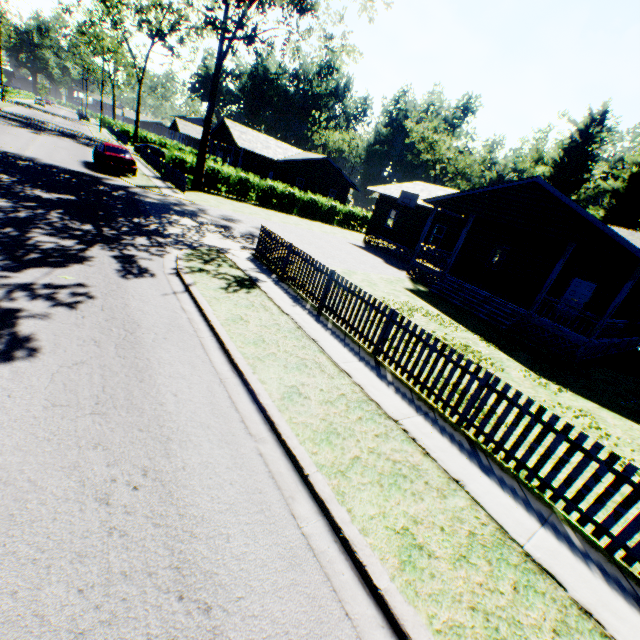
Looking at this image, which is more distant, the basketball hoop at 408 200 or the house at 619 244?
the basketball hoop at 408 200

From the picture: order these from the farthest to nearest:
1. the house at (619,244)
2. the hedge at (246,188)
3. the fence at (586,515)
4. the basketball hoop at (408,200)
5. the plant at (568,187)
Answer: the plant at (568,187) < the hedge at (246,188) < the basketball hoop at (408,200) < the house at (619,244) < the fence at (586,515)

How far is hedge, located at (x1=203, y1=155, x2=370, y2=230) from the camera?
27.8m

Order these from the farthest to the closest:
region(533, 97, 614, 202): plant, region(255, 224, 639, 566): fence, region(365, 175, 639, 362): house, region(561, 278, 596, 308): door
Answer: region(533, 97, 614, 202): plant
region(561, 278, 596, 308): door
region(365, 175, 639, 362): house
region(255, 224, 639, 566): fence

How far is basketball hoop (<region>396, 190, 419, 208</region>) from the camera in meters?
24.4 m

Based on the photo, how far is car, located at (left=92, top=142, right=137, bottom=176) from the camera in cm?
1967

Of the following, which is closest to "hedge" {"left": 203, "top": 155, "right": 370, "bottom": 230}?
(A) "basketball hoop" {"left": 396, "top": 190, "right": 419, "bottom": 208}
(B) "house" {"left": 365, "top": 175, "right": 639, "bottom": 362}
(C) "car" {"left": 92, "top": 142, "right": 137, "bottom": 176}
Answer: (C) "car" {"left": 92, "top": 142, "right": 137, "bottom": 176}

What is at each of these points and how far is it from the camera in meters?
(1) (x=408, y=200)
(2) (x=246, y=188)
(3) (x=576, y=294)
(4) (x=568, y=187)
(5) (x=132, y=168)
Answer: (1) basketball hoop, 24.8
(2) hedge, 29.2
(3) door, 17.8
(4) plant, 46.5
(5) car, 20.4
